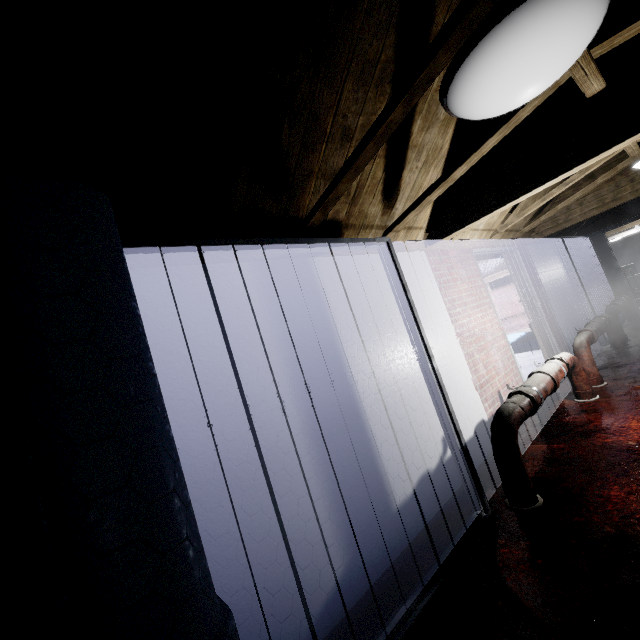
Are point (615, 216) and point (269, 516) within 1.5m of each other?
no

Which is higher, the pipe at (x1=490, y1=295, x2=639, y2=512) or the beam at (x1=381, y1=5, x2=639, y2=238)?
the beam at (x1=381, y1=5, x2=639, y2=238)

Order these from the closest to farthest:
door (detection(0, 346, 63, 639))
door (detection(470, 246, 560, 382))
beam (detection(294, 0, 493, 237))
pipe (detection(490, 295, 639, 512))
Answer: door (detection(0, 346, 63, 639)) < beam (detection(294, 0, 493, 237)) < pipe (detection(490, 295, 639, 512)) < door (detection(470, 246, 560, 382))

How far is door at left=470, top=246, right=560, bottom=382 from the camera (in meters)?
3.87

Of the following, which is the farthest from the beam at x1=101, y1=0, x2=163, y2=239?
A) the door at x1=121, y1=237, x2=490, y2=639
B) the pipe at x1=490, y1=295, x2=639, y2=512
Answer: the pipe at x1=490, y1=295, x2=639, y2=512

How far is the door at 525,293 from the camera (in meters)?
3.87

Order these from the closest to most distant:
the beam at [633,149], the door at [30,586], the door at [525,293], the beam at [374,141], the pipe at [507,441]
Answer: the door at [30,586] < the beam at [374,141] < the pipe at [507,441] < the beam at [633,149] < the door at [525,293]

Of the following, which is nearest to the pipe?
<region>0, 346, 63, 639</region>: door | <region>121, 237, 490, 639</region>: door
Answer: <region>121, 237, 490, 639</region>: door
